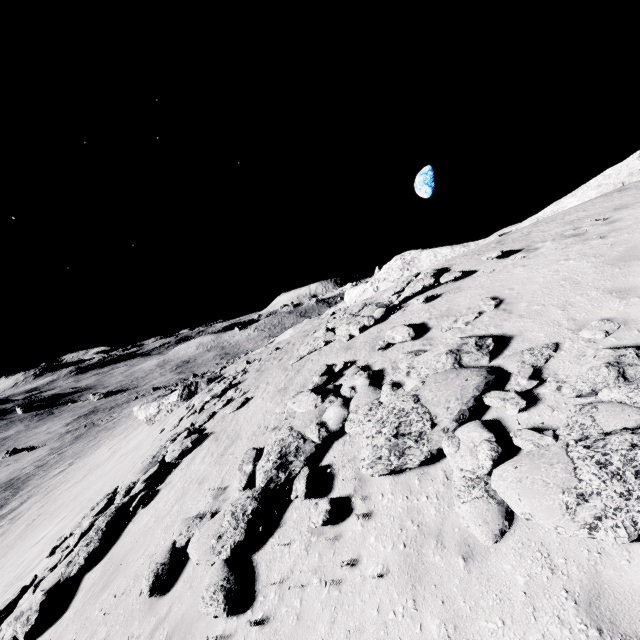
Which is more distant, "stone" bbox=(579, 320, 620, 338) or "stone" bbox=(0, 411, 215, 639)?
"stone" bbox=(0, 411, 215, 639)

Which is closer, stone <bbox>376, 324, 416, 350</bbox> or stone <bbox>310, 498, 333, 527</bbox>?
stone <bbox>310, 498, 333, 527</bbox>

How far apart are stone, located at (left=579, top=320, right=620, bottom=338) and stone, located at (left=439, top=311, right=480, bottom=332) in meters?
2.4

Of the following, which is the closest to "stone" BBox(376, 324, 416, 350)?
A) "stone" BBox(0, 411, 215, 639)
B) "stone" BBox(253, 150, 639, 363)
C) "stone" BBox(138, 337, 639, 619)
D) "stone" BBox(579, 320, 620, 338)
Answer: "stone" BBox(138, 337, 639, 619)

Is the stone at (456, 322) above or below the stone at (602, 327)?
above

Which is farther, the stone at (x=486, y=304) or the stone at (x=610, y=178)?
the stone at (x=610, y=178)

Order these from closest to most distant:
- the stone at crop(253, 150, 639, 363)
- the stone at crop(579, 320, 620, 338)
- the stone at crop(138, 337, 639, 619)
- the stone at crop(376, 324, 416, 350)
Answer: the stone at crop(138, 337, 639, 619), the stone at crop(579, 320, 620, 338), the stone at crop(376, 324, 416, 350), the stone at crop(253, 150, 639, 363)

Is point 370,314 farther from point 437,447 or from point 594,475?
point 594,475
